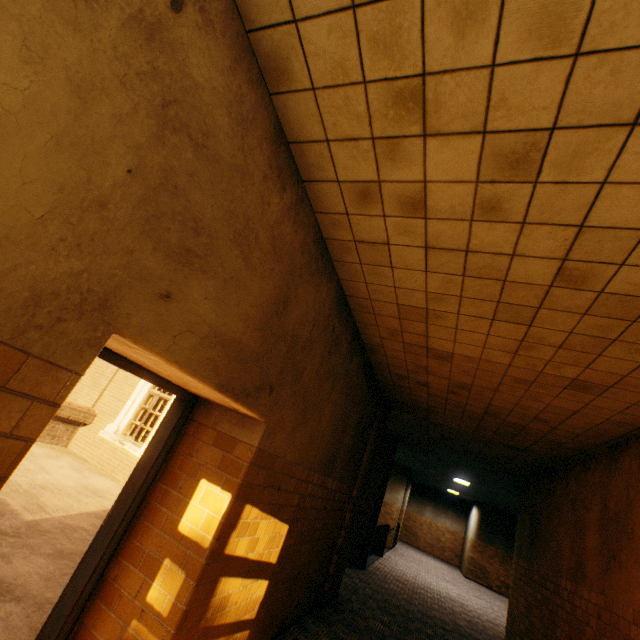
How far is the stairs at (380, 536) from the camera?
11.87m

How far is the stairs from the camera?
11.87m

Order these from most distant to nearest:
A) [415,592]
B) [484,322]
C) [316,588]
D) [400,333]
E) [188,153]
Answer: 1. [415,592]
2. [316,588]
3. [400,333]
4. [484,322]
5. [188,153]

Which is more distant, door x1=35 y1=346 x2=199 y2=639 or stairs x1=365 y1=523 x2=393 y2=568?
stairs x1=365 y1=523 x2=393 y2=568

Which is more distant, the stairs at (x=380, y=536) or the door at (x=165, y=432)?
the stairs at (x=380, y=536)
